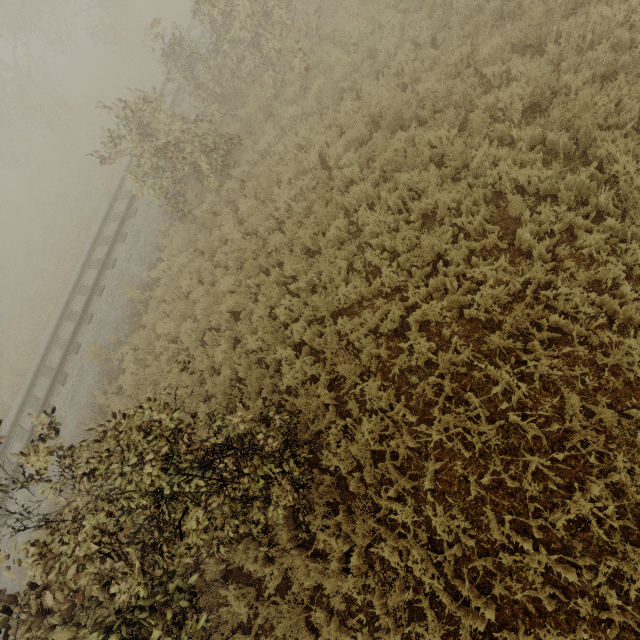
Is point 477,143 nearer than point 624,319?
No
